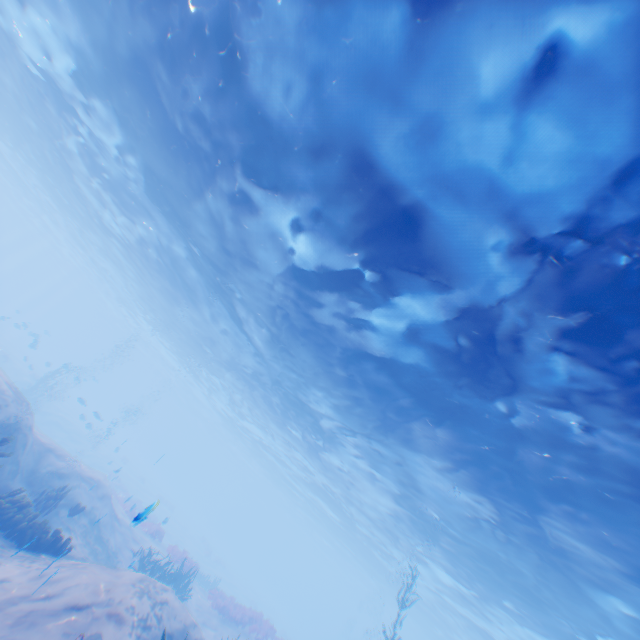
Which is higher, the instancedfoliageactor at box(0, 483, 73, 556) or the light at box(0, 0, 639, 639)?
the light at box(0, 0, 639, 639)

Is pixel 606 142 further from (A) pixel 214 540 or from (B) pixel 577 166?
(A) pixel 214 540

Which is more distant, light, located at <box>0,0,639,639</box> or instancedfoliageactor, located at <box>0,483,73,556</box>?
instancedfoliageactor, located at <box>0,483,73,556</box>

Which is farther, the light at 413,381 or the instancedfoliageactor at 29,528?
the instancedfoliageactor at 29,528

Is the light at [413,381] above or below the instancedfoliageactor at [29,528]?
above
